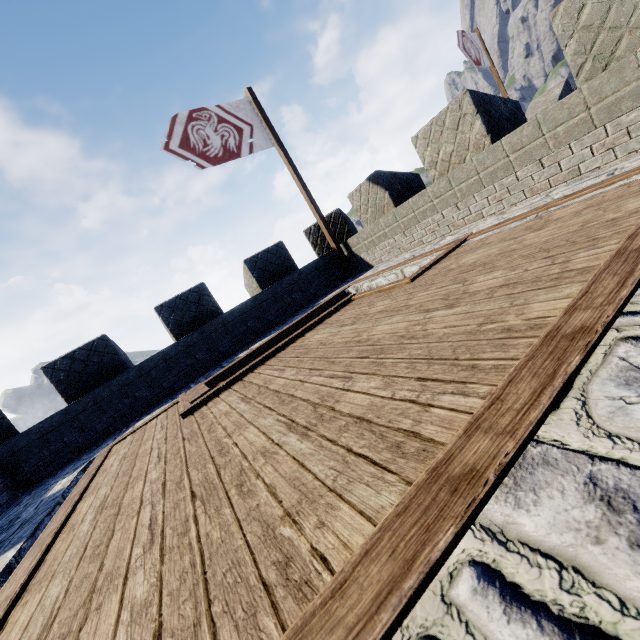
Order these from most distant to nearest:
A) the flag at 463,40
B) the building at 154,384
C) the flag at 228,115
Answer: the flag at 463,40 → the flag at 228,115 → the building at 154,384

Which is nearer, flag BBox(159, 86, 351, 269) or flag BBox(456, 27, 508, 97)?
flag BBox(159, 86, 351, 269)

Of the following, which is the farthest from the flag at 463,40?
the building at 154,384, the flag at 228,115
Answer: the flag at 228,115

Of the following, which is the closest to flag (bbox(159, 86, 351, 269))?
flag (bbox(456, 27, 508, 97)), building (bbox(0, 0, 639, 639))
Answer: building (bbox(0, 0, 639, 639))

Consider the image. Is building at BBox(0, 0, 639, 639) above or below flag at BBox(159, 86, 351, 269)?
below

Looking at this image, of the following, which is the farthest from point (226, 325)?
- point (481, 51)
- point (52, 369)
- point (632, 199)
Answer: point (481, 51)

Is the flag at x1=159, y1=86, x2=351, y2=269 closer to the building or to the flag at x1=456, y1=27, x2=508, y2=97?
the building

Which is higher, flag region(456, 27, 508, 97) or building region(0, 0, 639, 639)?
flag region(456, 27, 508, 97)
